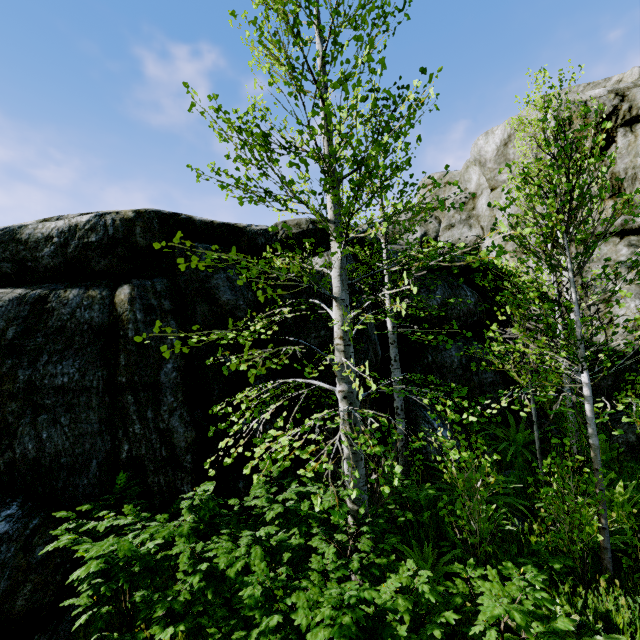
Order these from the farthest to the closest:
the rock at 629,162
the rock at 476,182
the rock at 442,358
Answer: the rock at 476,182, the rock at 629,162, the rock at 442,358

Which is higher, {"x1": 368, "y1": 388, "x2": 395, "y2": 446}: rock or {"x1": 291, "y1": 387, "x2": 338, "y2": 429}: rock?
{"x1": 291, "y1": 387, "x2": 338, "y2": 429}: rock

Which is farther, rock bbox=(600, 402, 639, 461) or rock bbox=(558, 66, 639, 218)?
rock bbox=(558, 66, 639, 218)

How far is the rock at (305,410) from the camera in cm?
702

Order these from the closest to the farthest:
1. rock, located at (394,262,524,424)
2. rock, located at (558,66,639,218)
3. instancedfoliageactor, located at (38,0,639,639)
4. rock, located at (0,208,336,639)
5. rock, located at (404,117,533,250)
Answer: instancedfoliageactor, located at (38,0,639,639) → rock, located at (0,208,336,639) → rock, located at (394,262,524,424) → rock, located at (558,66,639,218) → rock, located at (404,117,533,250)

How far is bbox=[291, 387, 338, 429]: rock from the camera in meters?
7.0 m

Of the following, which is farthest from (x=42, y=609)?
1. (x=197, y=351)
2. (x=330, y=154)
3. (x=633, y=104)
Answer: (x=633, y=104)
